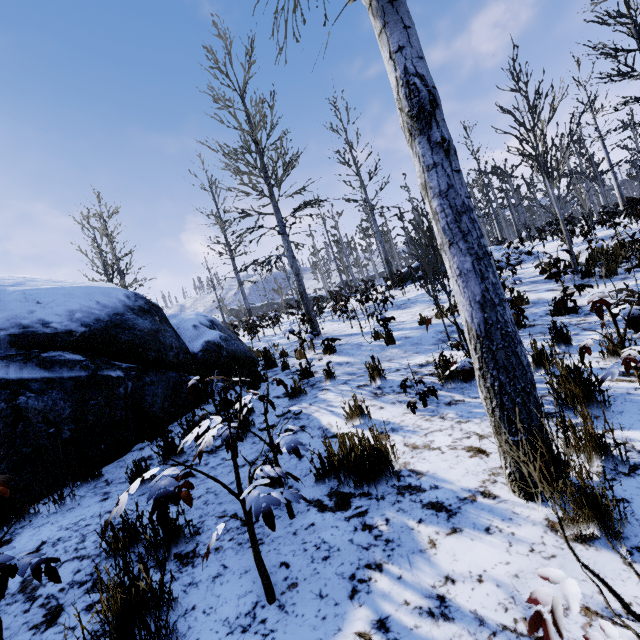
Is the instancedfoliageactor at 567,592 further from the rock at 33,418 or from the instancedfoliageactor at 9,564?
the rock at 33,418

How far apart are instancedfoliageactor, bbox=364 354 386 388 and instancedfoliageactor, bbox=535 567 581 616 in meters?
3.5

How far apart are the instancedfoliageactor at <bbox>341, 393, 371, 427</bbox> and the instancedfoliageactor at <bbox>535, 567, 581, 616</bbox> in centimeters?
258cm

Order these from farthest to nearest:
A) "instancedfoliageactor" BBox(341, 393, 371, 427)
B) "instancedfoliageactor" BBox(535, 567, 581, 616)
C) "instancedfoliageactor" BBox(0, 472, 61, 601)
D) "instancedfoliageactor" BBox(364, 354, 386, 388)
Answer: "instancedfoliageactor" BBox(364, 354, 386, 388)
"instancedfoliageactor" BBox(341, 393, 371, 427)
"instancedfoliageactor" BBox(0, 472, 61, 601)
"instancedfoliageactor" BBox(535, 567, 581, 616)

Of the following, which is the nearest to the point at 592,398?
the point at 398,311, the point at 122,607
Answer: the point at 122,607

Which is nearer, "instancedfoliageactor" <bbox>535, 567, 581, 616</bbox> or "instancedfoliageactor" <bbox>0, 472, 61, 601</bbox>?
"instancedfoliageactor" <bbox>535, 567, 581, 616</bbox>

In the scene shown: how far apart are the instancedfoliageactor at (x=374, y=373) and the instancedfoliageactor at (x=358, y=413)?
0.9m

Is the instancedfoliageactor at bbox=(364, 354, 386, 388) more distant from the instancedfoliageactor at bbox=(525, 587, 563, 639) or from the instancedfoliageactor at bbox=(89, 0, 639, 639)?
the instancedfoliageactor at bbox=(525, 587, 563, 639)
